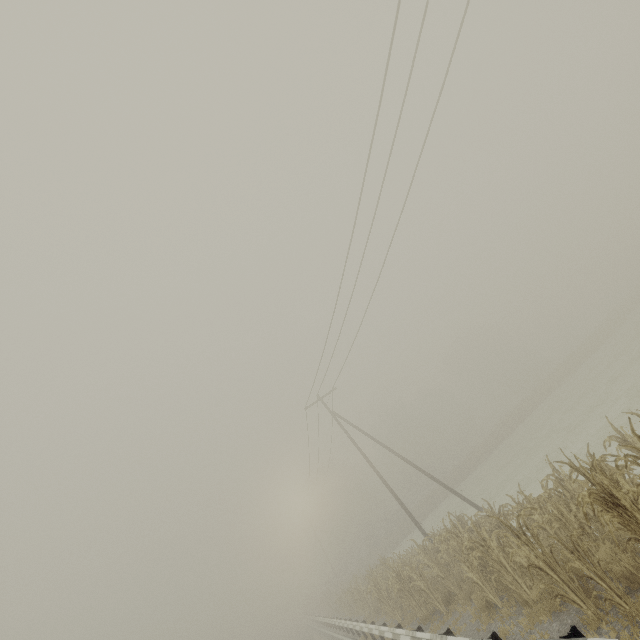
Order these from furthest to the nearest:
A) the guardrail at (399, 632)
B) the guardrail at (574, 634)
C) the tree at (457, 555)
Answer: the guardrail at (399, 632) < the tree at (457, 555) < the guardrail at (574, 634)

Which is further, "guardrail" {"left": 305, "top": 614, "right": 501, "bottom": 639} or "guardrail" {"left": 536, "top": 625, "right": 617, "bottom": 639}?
"guardrail" {"left": 305, "top": 614, "right": 501, "bottom": 639}

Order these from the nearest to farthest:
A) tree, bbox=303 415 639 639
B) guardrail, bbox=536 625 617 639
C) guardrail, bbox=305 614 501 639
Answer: guardrail, bbox=536 625 617 639 < tree, bbox=303 415 639 639 < guardrail, bbox=305 614 501 639

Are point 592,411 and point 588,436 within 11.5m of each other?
yes

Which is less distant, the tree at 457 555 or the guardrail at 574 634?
the guardrail at 574 634

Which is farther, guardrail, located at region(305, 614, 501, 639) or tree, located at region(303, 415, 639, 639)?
guardrail, located at region(305, 614, 501, 639)
